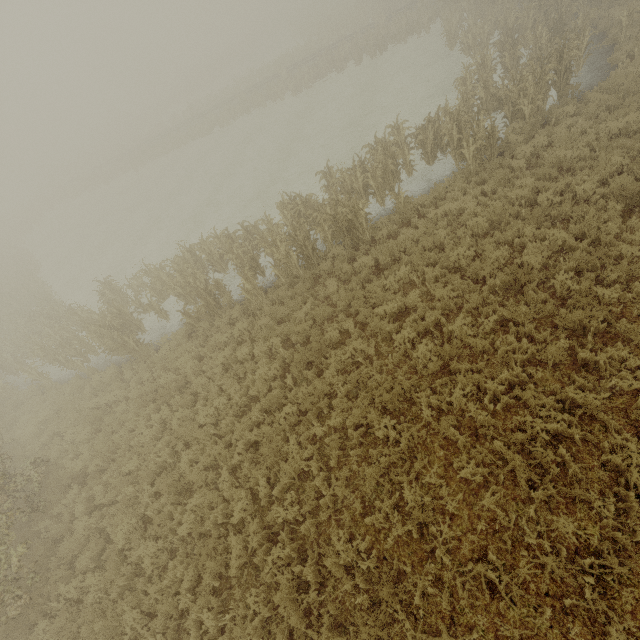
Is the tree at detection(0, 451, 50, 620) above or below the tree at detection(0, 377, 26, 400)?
above

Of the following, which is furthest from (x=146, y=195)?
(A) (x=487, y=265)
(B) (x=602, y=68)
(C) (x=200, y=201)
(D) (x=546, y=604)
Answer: (D) (x=546, y=604)

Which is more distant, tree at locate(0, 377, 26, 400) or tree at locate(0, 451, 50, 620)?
tree at locate(0, 377, 26, 400)

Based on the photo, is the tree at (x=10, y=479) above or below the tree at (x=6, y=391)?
above

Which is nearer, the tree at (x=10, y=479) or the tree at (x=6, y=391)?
the tree at (x=10, y=479)
